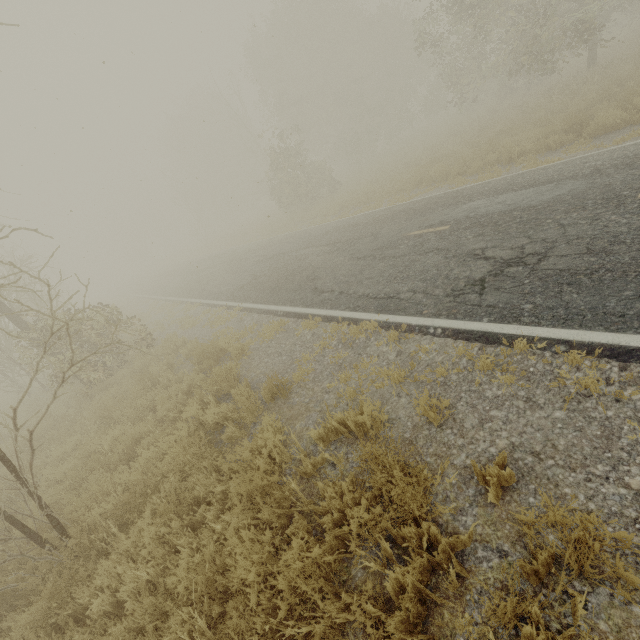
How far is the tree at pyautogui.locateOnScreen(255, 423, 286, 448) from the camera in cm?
421

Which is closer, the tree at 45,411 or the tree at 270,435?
the tree at 45,411

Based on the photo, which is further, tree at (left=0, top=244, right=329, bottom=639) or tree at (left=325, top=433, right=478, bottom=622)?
tree at (left=0, top=244, right=329, bottom=639)

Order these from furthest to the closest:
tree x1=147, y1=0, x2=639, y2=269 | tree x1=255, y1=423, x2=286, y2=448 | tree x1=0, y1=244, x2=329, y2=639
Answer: tree x1=147, y1=0, x2=639, y2=269 < tree x1=255, y1=423, x2=286, y2=448 < tree x1=0, y1=244, x2=329, y2=639

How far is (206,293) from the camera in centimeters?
1588cm
